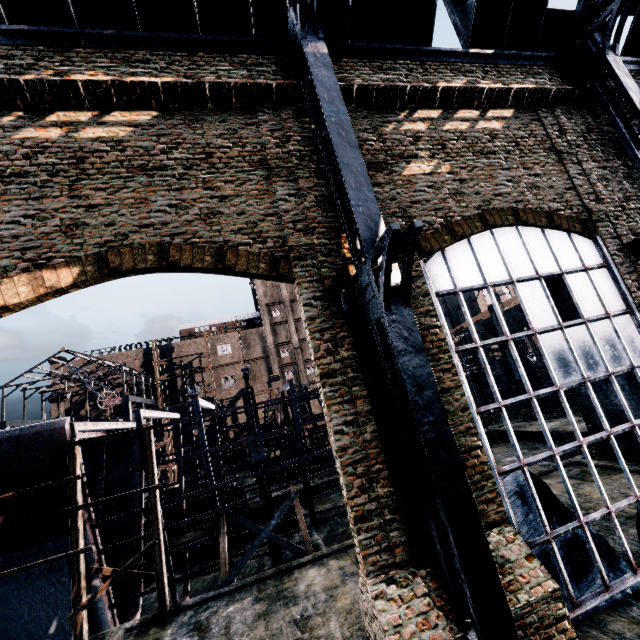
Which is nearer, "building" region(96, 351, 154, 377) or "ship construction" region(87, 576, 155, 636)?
"ship construction" region(87, 576, 155, 636)

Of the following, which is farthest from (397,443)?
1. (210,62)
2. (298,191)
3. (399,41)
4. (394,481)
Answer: (399,41)

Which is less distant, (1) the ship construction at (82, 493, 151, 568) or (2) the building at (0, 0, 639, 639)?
(2) the building at (0, 0, 639, 639)

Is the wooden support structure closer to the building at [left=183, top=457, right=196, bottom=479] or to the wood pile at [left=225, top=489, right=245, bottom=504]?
the wood pile at [left=225, top=489, right=245, bottom=504]

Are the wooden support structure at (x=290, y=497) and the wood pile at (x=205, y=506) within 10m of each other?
yes

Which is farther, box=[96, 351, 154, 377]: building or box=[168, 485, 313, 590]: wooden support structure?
box=[96, 351, 154, 377]: building

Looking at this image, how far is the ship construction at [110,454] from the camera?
14.40m

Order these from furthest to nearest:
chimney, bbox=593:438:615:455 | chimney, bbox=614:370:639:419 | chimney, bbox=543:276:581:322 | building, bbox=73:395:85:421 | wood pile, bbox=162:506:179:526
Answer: building, bbox=73:395:85:421
wood pile, bbox=162:506:179:526
chimney, bbox=543:276:581:322
chimney, bbox=593:438:615:455
chimney, bbox=614:370:639:419
